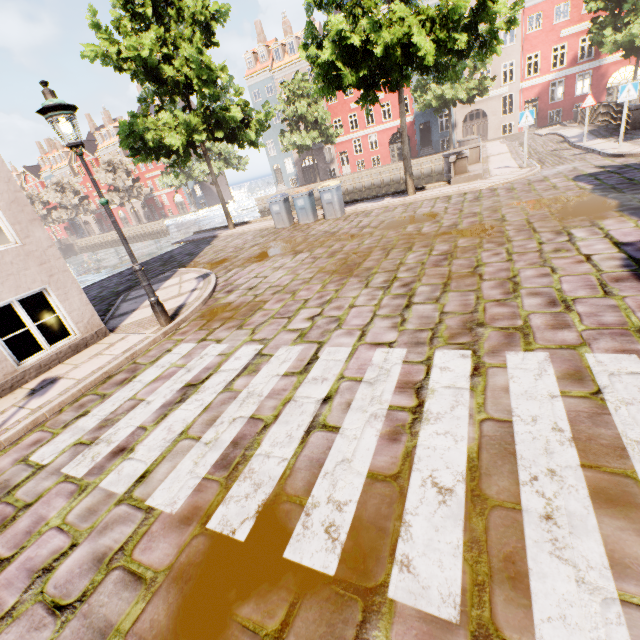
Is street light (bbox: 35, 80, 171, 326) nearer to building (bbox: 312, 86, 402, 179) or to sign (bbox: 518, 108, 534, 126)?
building (bbox: 312, 86, 402, 179)

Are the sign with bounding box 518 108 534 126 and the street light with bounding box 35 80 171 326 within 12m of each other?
no

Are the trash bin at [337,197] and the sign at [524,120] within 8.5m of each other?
yes

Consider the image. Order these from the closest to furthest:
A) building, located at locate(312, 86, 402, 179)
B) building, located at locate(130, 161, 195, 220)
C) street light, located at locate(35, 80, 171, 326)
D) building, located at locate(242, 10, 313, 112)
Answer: street light, located at locate(35, 80, 171, 326) → building, located at locate(312, 86, 402, 179) → building, located at locate(242, 10, 313, 112) → building, located at locate(130, 161, 195, 220)

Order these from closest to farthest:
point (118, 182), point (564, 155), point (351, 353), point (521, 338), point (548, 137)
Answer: point (521, 338), point (351, 353), point (564, 155), point (548, 137), point (118, 182)

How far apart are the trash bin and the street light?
8.8 meters

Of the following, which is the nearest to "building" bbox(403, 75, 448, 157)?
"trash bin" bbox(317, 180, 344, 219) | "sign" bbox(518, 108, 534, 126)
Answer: "trash bin" bbox(317, 180, 344, 219)

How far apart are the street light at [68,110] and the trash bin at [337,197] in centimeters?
882cm
